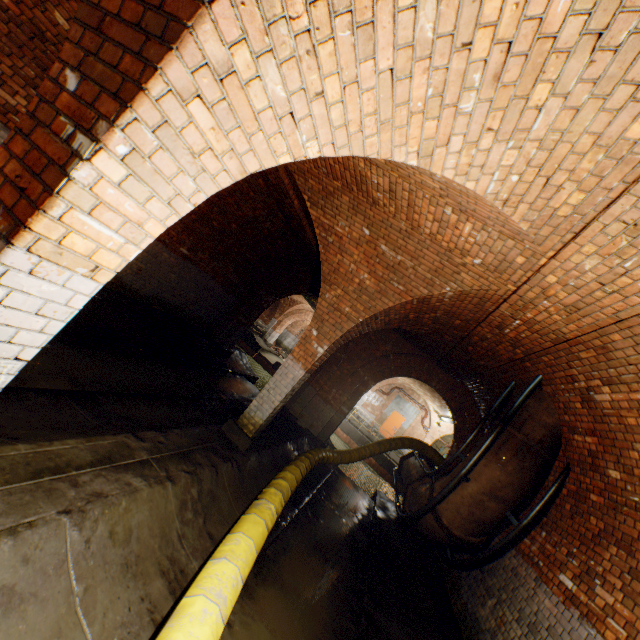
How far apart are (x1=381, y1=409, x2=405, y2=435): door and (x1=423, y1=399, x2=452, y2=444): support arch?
1.6m

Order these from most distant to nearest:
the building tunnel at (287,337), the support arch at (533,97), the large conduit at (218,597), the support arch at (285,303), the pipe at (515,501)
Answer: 1. the building tunnel at (287,337)
2. the support arch at (285,303)
3. the pipe at (515,501)
4. the large conduit at (218,597)
5. the support arch at (533,97)

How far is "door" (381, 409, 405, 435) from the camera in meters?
23.8

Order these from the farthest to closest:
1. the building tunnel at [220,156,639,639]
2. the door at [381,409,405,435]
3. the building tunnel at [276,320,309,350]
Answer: the building tunnel at [276,320,309,350], the door at [381,409,405,435], the building tunnel at [220,156,639,639]

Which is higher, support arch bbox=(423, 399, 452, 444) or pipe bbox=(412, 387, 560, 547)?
support arch bbox=(423, 399, 452, 444)

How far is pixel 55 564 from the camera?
2.3 meters

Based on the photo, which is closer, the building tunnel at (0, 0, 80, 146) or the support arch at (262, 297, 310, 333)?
the building tunnel at (0, 0, 80, 146)

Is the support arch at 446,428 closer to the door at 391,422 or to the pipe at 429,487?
the door at 391,422
